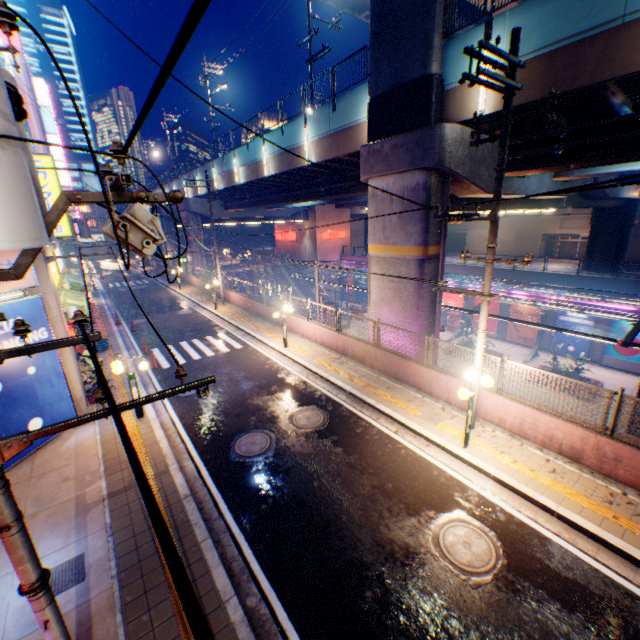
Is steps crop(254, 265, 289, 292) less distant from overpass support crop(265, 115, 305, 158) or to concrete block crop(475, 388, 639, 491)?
overpass support crop(265, 115, 305, 158)

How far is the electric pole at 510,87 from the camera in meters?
6.3 m

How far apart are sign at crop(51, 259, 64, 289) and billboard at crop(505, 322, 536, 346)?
33.55m

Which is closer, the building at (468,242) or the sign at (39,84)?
the sign at (39,84)

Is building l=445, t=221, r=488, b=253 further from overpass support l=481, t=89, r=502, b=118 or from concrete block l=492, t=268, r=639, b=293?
concrete block l=492, t=268, r=639, b=293

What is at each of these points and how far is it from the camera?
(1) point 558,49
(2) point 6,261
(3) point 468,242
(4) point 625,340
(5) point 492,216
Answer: (1) overpass support, 8.6 meters
(2) billboard, 8.7 meters
(3) building, 54.0 meters
(4) canopy, 14.3 meters
(5) electric pole, 7.9 meters

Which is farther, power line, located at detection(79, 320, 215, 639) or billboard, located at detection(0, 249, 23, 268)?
billboard, located at detection(0, 249, 23, 268)

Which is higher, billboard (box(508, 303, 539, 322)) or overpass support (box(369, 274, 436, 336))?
overpass support (box(369, 274, 436, 336))
